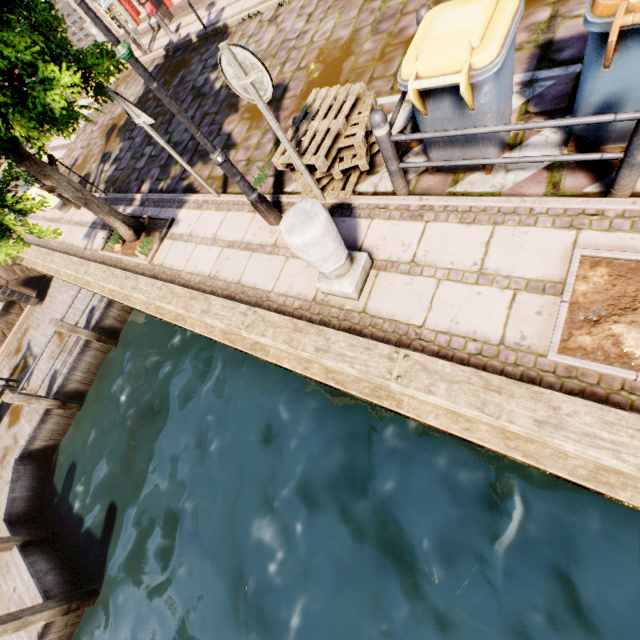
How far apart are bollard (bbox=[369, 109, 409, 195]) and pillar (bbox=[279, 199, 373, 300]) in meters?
0.9 m

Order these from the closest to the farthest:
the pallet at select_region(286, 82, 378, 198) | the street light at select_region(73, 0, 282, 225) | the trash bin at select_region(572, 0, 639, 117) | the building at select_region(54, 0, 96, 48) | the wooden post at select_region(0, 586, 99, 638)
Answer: the trash bin at select_region(572, 0, 639, 117) < the street light at select_region(73, 0, 282, 225) < the pallet at select_region(286, 82, 378, 198) < the wooden post at select_region(0, 586, 99, 638) < the building at select_region(54, 0, 96, 48)

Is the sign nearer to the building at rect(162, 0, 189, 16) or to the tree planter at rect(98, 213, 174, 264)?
the tree planter at rect(98, 213, 174, 264)

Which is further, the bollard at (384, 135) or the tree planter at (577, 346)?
the bollard at (384, 135)

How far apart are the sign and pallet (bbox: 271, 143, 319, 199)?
0.8m

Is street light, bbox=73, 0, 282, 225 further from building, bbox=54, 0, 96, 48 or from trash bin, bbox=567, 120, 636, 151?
building, bbox=54, 0, 96, 48

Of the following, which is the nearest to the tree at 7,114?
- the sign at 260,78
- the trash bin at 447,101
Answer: the sign at 260,78

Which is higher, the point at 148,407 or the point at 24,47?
the point at 24,47
